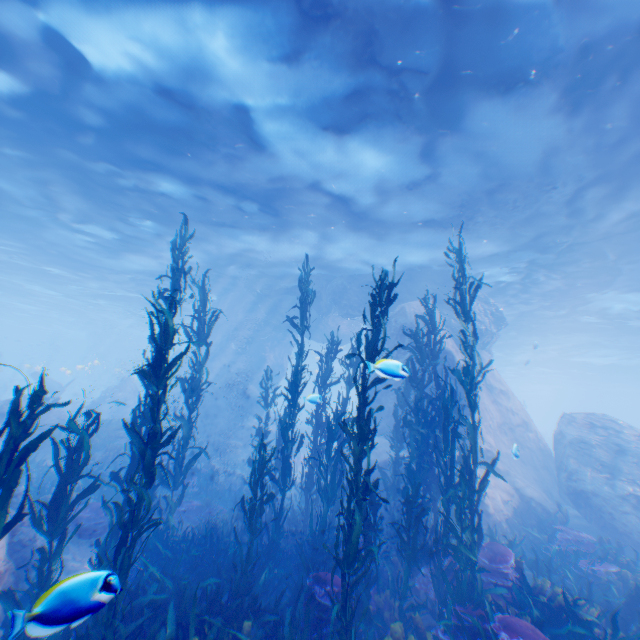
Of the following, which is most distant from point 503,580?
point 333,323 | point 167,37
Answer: point 333,323

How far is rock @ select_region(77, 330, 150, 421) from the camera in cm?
2644

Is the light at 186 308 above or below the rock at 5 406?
above

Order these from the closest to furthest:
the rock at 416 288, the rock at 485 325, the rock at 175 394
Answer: the rock at 416 288
the rock at 485 325
the rock at 175 394

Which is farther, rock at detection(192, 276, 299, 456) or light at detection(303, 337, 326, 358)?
light at detection(303, 337, 326, 358)

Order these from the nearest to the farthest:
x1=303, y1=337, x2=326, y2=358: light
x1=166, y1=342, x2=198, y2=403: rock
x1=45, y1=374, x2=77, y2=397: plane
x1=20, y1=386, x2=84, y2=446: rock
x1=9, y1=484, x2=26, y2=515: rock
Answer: x1=9, y1=484, x2=26, y2=515: rock
x1=20, y1=386, x2=84, y2=446: rock
x1=45, y1=374, x2=77, y2=397: plane
x1=166, y1=342, x2=198, y2=403: rock
x1=303, y1=337, x2=326, y2=358: light

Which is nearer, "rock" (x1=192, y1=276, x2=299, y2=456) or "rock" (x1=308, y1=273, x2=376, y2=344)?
"rock" (x1=308, y1=273, x2=376, y2=344)
